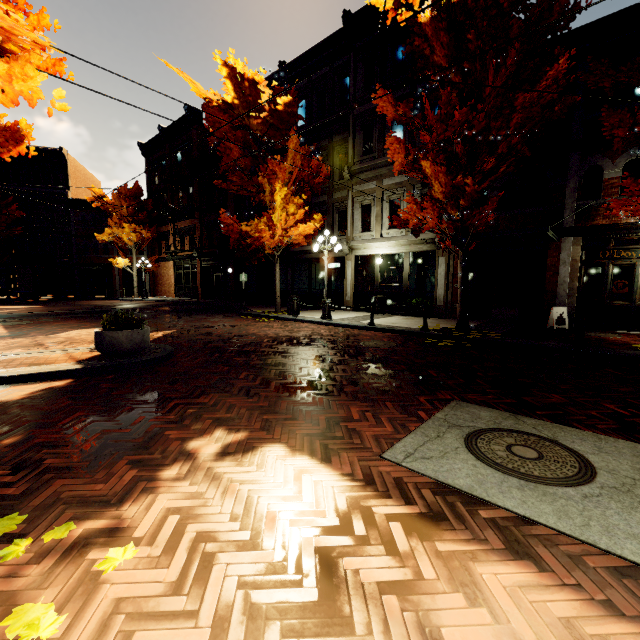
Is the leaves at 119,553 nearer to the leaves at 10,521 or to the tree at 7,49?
the leaves at 10,521

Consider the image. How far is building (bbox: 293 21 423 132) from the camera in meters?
14.4

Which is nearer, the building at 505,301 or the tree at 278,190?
the building at 505,301

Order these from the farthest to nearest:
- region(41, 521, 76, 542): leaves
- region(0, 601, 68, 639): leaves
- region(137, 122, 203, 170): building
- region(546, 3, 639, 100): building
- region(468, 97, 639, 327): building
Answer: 1. region(137, 122, 203, 170): building
2. region(468, 97, 639, 327): building
3. region(546, 3, 639, 100): building
4. region(41, 521, 76, 542): leaves
5. region(0, 601, 68, 639): leaves

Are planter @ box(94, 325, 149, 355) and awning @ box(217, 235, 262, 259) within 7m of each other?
no

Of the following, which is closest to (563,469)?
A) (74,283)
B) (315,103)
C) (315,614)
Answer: (315,614)

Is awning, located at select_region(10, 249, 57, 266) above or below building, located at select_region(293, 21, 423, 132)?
below

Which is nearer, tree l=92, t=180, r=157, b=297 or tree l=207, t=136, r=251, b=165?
tree l=207, t=136, r=251, b=165
